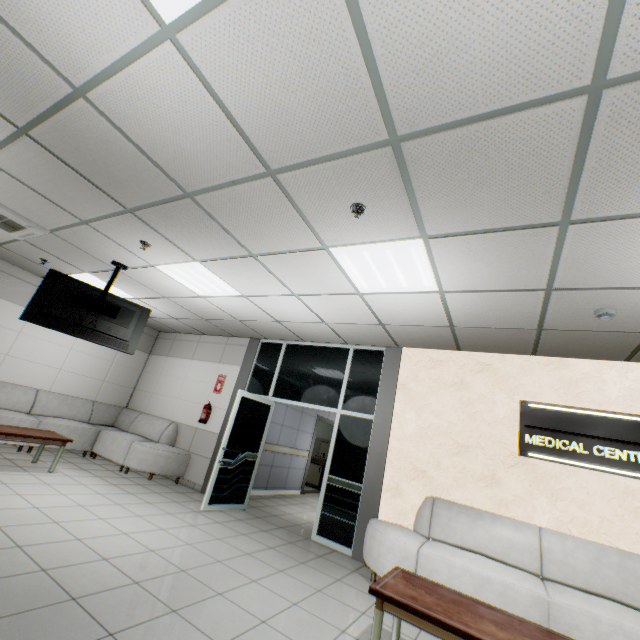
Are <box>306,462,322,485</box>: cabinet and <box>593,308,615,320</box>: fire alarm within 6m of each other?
no

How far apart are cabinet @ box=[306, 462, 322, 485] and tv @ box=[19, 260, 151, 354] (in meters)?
7.71

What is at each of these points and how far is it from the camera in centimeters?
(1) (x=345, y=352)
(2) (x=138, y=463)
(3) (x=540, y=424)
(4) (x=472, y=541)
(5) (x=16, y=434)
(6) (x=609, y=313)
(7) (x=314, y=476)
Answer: (1) doorway, 626cm
(2) sofa, 630cm
(3) sign, 430cm
(4) sofa, 392cm
(5) table, 476cm
(6) fire alarm, 319cm
(7) cabinet, 1080cm

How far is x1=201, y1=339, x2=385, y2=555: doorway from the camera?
5.1 meters

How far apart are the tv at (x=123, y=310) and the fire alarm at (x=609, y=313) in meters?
6.2

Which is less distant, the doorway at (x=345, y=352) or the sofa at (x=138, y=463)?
the doorway at (x=345, y=352)

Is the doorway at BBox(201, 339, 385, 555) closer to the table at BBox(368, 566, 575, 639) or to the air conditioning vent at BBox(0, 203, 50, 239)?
the table at BBox(368, 566, 575, 639)

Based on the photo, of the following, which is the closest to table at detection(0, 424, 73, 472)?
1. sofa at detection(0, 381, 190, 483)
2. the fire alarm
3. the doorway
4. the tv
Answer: sofa at detection(0, 381, 190, 483)
